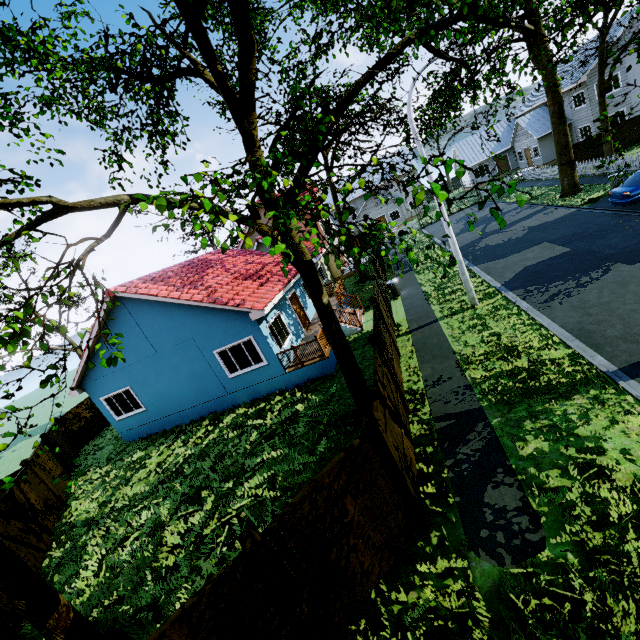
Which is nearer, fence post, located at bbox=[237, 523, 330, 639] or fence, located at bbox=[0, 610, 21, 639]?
fence post, located at bbox=[237, 523, 330, 639]

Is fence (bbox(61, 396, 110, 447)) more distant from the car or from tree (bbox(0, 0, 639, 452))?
the car

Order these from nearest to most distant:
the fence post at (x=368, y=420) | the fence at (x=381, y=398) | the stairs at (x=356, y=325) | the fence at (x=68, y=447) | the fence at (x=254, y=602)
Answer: the fence at (x=254, y=602)
the fence post at (x=368, y=420)
the fence at (x=381, y=398)
the stairs at (x=356, y=325)
the fence at (x=68, y=447)

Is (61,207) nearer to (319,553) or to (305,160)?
(305,160)

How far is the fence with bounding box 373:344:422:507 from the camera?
6.05m

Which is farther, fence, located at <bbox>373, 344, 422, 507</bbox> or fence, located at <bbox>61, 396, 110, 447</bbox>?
fence, located at <bbox>61, 396, 110, 447</bbox>

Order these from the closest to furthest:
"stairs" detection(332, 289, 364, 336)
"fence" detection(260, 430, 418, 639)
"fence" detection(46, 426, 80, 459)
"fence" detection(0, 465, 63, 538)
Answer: "fence" detection(260, 430, 418, 639) < "fence" detection(0, 465, 63, 538) < "stairs" detection(332, 289, 364, 336) < "fence" detection(46, 426, 80, 459)

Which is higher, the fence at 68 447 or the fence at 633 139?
the fence at 68 447
